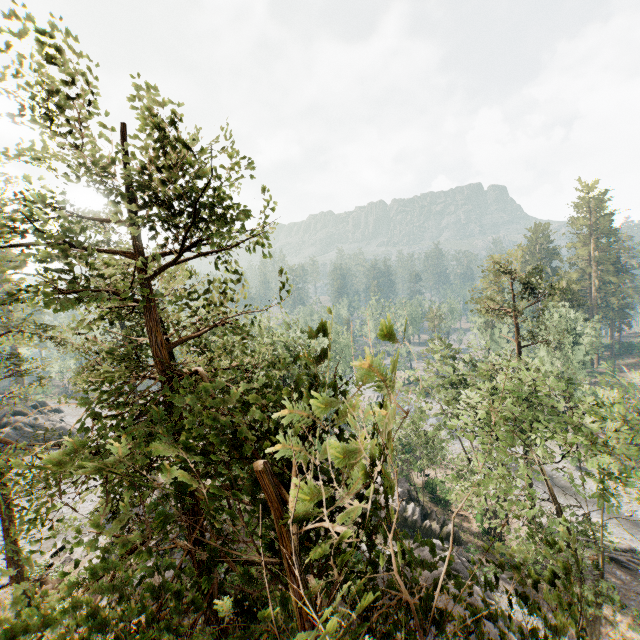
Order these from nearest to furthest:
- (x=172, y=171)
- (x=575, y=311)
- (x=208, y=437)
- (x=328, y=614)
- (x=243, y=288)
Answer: (x=328, y=614) → (x=208, y=437) → (x=172, y=171) → (x=243, y=288) → (x=575, y=311)

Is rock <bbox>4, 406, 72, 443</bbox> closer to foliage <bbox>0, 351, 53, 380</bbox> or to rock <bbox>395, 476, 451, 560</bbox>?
foliage <bbox>0, 351, 53, 380</bbox>

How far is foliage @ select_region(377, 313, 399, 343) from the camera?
1.6m

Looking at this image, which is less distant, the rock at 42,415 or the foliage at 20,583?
the foliage at 20,583

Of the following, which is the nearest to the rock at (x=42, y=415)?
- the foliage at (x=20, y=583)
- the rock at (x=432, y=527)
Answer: the foliage at (x=20, y=583)

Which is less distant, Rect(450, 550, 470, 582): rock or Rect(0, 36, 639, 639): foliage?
Rect(0, 36, 639, 639): foliage

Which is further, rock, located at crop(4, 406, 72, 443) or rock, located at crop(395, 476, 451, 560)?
rock, located at crop(4, 406, 72, 443)
